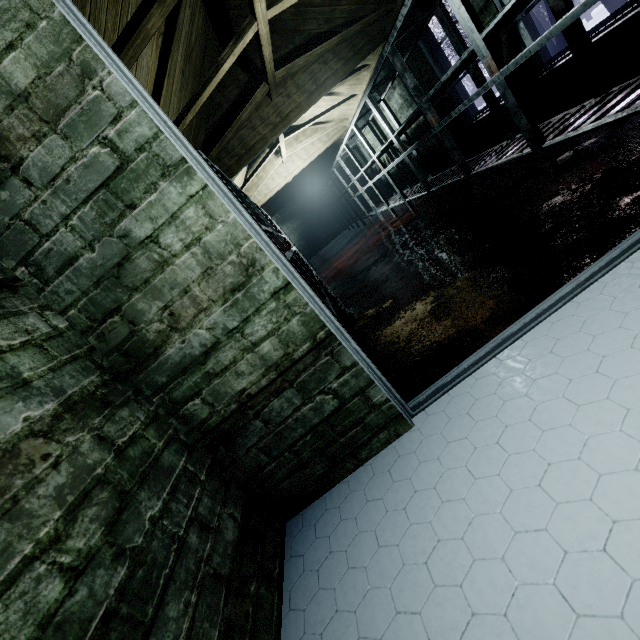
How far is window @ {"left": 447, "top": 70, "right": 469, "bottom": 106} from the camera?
3.50m

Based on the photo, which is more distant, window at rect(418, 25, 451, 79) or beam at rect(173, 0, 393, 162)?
window at rect(418, 25, 451, 79)

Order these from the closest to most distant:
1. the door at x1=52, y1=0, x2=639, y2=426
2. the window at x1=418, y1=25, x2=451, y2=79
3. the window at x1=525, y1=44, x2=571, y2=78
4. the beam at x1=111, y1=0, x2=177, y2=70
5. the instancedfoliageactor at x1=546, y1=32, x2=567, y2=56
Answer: the door at x1=52, y1=0, x2=639, y2=426 → the beam at x1=111, y1=0, x2=177, y2=70 → the window at x1=525, y1=44, x2=571, y2=78 → the window at x1=418, y1=25, x2=451, y2=79 → the instancedfoliageactor at x1=546, y1=32, x2=567, y2=56

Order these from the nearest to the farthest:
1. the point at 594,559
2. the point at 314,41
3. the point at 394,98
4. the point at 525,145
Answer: the point at 594,559, the point at 525,145, the point at 314,41, the point at 394,98

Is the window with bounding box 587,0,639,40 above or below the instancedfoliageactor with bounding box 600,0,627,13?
above

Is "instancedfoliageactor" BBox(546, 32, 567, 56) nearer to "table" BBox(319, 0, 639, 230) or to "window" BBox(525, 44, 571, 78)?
"table" BBox(319, 0, 639, 230)

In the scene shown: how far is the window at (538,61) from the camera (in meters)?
2.43

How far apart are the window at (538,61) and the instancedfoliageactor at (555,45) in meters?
6.3 m
